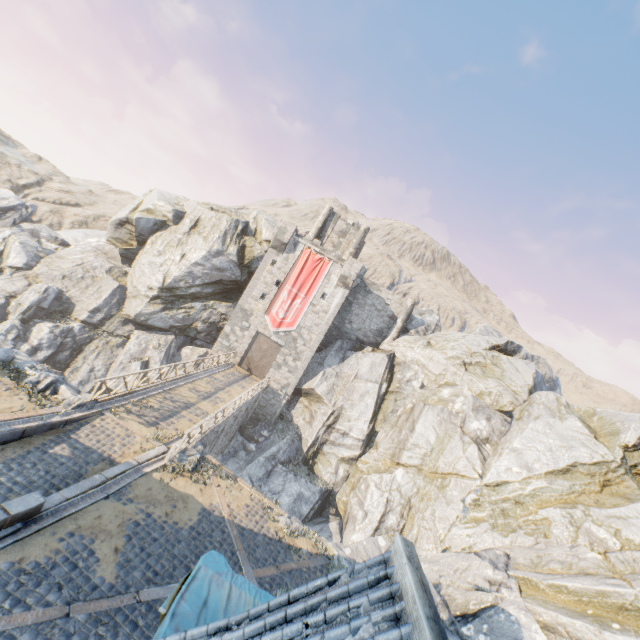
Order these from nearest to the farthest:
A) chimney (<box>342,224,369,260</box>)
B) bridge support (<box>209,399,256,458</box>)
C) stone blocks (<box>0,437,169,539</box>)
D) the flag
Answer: stone blocks (<box>0,437,169,539</box>) < bridge support (<box>209,399,256,458</box>) < the flag < chimney (<box>342,224,369,260</box>)

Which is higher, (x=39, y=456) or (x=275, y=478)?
(x=39, y=456)

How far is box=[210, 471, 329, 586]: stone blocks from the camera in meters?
10.0 m

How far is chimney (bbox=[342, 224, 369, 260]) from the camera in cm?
3606

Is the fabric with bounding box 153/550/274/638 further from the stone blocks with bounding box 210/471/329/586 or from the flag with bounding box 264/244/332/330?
the flag with bounding box 264/244/332/330

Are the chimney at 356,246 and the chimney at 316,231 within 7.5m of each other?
yes

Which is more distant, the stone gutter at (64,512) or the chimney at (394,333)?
the chimney at (394,333)

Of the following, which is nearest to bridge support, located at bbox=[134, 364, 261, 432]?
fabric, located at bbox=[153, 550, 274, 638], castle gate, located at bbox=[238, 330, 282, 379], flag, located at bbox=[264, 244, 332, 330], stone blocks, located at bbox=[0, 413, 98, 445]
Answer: stone blocks, located at bbox=[0, 413, 98, 445]
